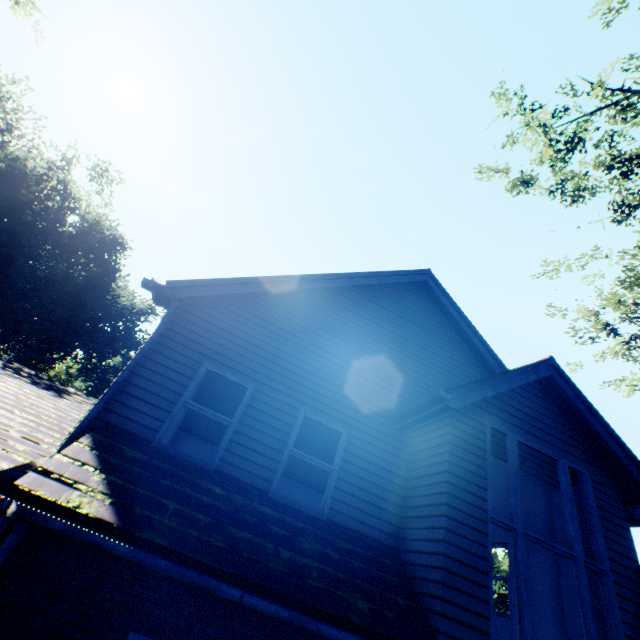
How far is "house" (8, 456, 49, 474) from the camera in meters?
26.4

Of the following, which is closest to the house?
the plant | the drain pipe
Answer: the plant

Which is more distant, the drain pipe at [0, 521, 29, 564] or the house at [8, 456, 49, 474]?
the house at [8, 456, 49, 474]

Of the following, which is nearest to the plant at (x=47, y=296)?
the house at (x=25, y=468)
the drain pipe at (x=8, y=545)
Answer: the house at (x=25, y=468)

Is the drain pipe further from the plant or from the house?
the house

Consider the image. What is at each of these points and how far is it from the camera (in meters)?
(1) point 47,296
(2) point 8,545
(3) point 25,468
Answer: (1) plant, 30.70
(2) drain pipe, 3.13
(3) house, 27.06

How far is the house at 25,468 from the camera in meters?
26.4 m
